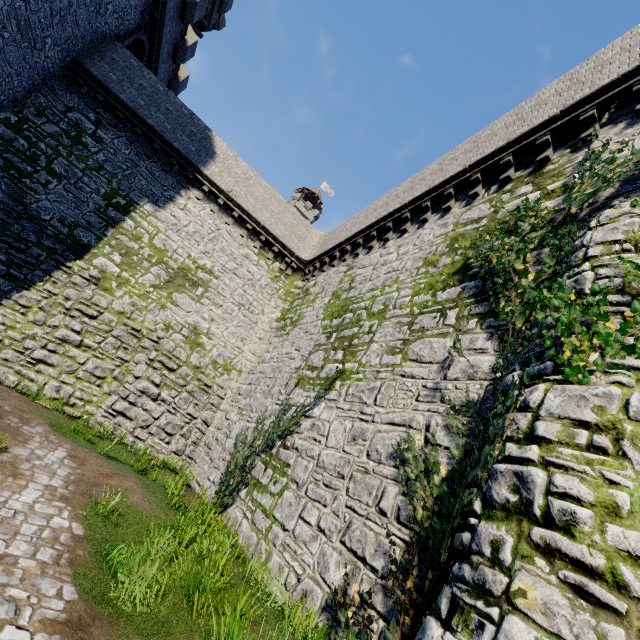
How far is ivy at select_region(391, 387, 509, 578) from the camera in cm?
419

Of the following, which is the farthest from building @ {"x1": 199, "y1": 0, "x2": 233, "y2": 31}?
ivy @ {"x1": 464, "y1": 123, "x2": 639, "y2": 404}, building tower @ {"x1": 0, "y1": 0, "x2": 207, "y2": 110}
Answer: ivy @ {"x1": 464, "y1": 123, "x2": 639, "y2": 404}

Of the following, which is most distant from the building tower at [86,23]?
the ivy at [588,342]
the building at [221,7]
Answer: the ivy at [588,342]

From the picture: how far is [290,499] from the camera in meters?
8.0 m

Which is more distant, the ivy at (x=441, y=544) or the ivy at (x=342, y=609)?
the ivy at (x=342, y=609)

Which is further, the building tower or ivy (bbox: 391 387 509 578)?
the building tower

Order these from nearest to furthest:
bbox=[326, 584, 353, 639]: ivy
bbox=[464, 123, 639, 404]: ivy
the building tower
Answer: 1. bbox=[464, 123, 639, 404]: ivy
2. bbox=[326, 584, 353, 639]: ivy
3. the building tower
